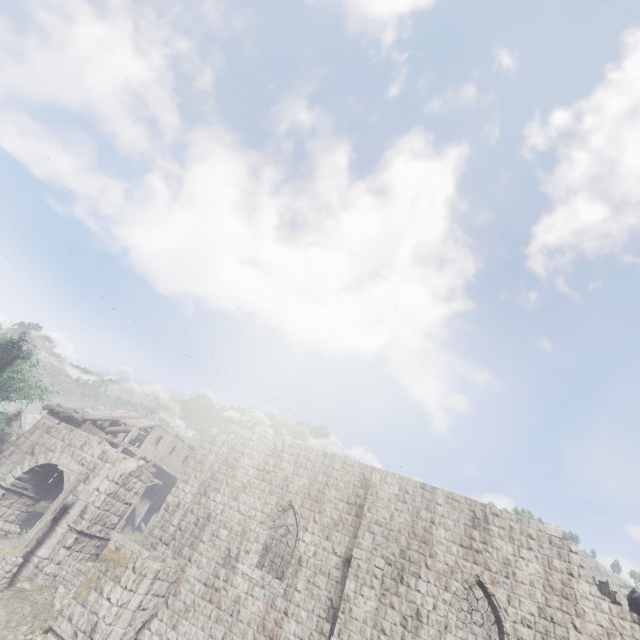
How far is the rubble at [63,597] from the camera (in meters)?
12.73

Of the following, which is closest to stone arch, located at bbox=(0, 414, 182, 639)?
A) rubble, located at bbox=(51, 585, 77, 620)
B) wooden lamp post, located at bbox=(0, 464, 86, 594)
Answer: rubble, located at bbox=(51, 585, 77, 620)

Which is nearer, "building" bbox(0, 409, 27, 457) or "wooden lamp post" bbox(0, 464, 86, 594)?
"wooden lamp post" bbox(0, 464, 86, 594)

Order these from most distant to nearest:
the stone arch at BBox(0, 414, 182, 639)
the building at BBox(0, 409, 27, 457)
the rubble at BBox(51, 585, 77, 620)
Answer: the building at BBox(0, 409, 27, 457) → the rubble at BBox(51, 585, 77, 620) → the stone arch at BBox(0, 414, 182, 639)

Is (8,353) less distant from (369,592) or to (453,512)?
(369,592)

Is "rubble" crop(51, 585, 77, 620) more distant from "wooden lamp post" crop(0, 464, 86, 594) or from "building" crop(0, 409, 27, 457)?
"wooden lamp post" crop(0, 464, 86, 594)

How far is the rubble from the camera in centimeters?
1273cm

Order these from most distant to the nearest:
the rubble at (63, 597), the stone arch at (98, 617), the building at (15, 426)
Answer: the building at (15, 426) < the rubble at (63, 597) < the stone arch at (98, 617)
